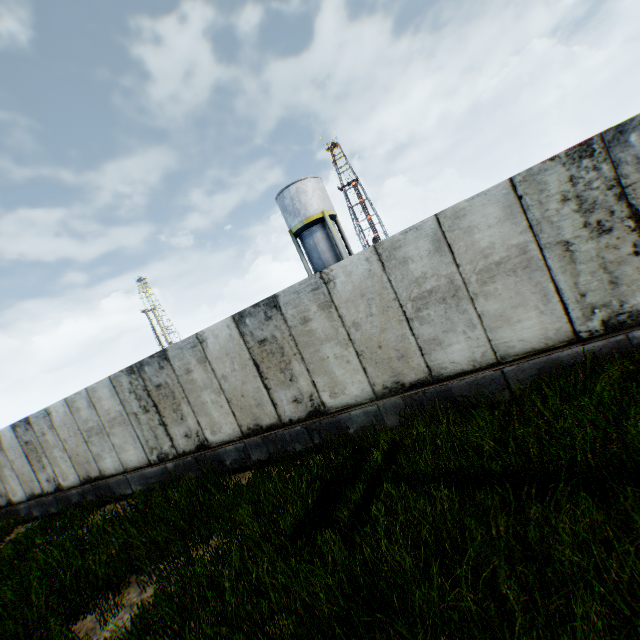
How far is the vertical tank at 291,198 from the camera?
24.4m

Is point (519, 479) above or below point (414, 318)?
below

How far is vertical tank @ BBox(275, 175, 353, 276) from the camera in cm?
2444
